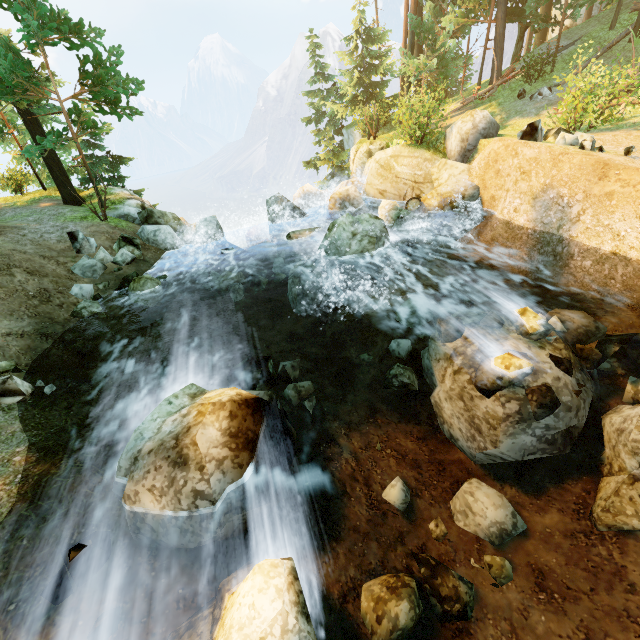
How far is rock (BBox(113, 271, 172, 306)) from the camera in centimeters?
972cm

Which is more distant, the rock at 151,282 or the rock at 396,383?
the rock at 151,282

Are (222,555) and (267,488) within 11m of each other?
yes

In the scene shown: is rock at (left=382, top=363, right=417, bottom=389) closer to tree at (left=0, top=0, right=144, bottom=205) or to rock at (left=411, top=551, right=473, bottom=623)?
rock at (left=411, top=551, right=473, bottom=623)

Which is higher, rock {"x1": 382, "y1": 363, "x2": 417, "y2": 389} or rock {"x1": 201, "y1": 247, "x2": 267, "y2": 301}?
rock {"x1": 201, "y1": 247, "x2": 267, "y2": 301}

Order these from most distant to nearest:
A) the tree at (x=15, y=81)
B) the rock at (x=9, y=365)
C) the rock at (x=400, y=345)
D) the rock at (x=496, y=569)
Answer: the tree at (x=15, y=81), the rock at (x=400, y=345), the rock at (x=9, y=365), the rock at (x=496, y=569)

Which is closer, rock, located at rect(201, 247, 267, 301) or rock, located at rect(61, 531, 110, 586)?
rock, located at rect(61, 531, 110, 586)

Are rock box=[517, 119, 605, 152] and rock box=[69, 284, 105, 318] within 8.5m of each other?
no
